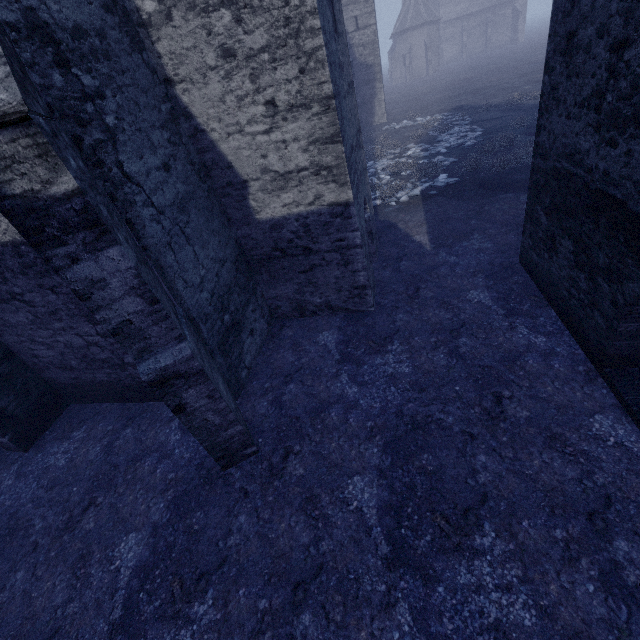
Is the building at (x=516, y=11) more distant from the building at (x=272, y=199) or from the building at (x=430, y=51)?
the building at (x=272, y=199)

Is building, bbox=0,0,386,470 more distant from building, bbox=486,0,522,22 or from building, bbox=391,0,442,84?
building, bbox=486,0,522,22

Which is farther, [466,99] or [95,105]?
[466,99]

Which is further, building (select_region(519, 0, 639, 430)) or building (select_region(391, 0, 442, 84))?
building (select_region(391, 0, 442, 84))

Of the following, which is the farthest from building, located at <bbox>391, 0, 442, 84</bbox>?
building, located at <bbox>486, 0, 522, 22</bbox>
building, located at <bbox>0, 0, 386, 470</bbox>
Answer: building, located at <bbox>0, 0, 386, 470</bbox>

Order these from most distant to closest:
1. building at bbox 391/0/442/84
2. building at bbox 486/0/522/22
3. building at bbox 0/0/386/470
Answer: building at bbox 486/0/522/22
building at bbox 391/0/442/84
building at bbox 0/0/386/470

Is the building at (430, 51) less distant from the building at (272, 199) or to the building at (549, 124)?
the building at (549, 124)

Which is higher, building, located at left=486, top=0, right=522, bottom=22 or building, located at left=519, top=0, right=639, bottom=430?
building, located at left=486, top=0, right=522, bottom=22
